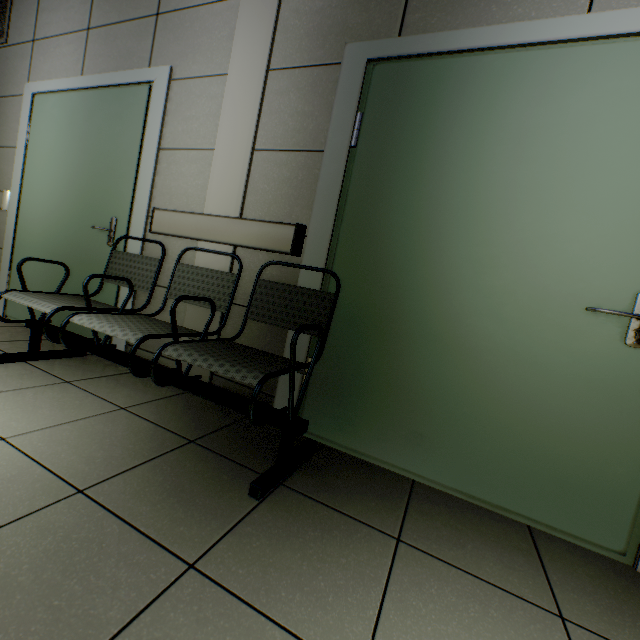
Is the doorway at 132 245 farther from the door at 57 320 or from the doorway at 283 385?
the doorway at 283 385

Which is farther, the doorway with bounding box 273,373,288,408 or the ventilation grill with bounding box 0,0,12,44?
the ventilation grill with bounding box 0,0,12,44

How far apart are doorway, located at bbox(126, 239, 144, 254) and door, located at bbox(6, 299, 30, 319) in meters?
0.0

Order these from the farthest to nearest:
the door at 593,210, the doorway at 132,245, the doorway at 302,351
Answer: the doorway at 132,245 → the doorway at 302,351 → the door at 593,210

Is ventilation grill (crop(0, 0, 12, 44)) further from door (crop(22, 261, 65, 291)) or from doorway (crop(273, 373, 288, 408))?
doorway (crop(273, 373, 288, 408))

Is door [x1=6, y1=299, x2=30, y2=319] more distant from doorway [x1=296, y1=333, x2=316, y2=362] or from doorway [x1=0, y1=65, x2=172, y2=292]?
doorway [x1=296, y1=333, x2=316, y2=362]

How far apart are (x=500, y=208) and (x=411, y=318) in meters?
0.6 m

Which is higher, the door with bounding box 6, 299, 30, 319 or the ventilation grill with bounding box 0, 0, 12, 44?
the ventilation grill with bounding box 0, 0, 12, 44
